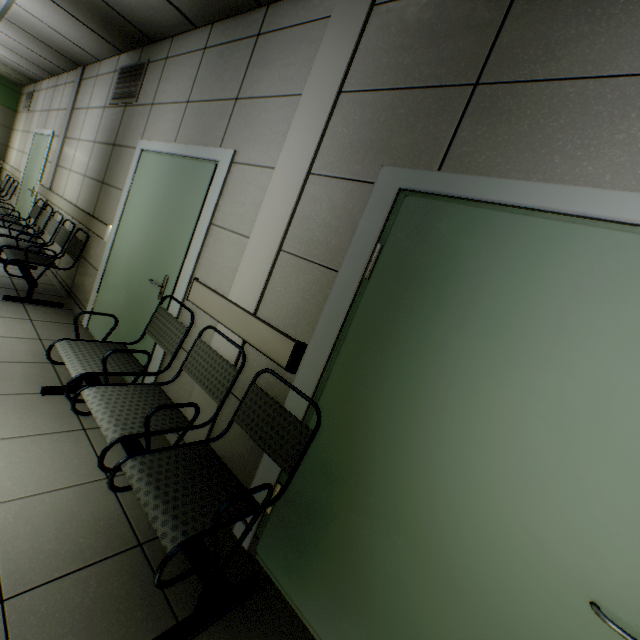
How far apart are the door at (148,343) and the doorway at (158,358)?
0.01m

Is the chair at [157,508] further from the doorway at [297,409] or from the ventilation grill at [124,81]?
the ventilation grill at [124,81]

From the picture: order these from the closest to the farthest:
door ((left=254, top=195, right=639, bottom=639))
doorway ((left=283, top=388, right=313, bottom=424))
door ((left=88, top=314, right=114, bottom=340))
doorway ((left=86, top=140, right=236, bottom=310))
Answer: door ((left=254, top=195, right=639, bottom=639)) < doorway ((left=283, top=388, right=313, bottom=424)) < doorway ((left=86, top=140, right=236, bottom=310)) < door ((left=88, top=314, right=114, bottom=340))

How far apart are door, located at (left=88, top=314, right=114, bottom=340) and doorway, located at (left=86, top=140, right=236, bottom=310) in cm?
1

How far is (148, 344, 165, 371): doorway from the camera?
2.6m

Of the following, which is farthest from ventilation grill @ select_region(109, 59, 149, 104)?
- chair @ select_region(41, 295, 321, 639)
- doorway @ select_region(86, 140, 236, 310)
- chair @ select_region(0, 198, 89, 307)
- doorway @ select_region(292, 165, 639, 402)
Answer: doorway @ select_region(292, 165, 639, 402)

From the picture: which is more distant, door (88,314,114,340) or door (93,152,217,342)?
door (88,314,114,340)

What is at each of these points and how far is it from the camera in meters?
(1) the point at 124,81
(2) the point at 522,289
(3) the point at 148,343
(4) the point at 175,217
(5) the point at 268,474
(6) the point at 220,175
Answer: (1) ventilation grill, 4.1 m
(2) door, 1.2 m
(3) door, 2.8 m
(4) door, 2.8 m
(5) doorway, 1.8 m
(6) doorway, 2.5 m
